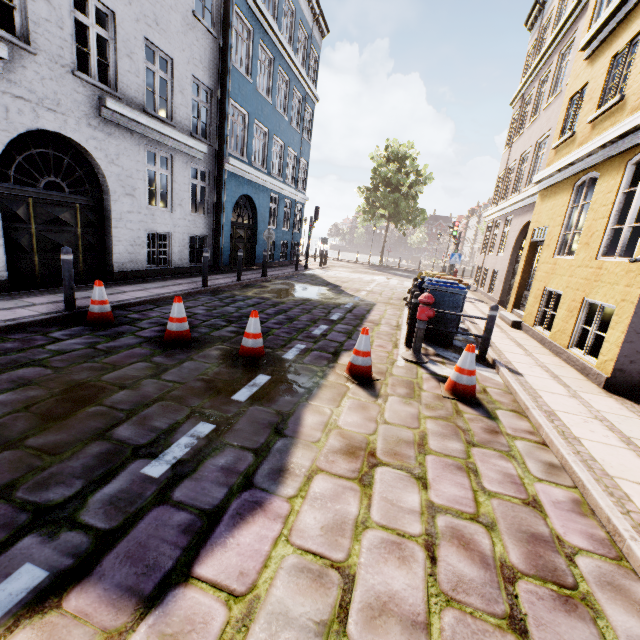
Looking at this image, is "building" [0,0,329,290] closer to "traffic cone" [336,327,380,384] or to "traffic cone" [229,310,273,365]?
"traffic cone" [336,327,380,384]

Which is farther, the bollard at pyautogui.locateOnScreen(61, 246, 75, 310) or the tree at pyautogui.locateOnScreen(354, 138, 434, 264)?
the tree at pyautogui.locateOnScreen(354, 138, 434, 264)

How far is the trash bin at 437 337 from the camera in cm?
686

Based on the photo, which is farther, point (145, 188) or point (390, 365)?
point (145, 188)

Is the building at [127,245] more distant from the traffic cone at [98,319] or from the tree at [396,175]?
the tree at [396,175]

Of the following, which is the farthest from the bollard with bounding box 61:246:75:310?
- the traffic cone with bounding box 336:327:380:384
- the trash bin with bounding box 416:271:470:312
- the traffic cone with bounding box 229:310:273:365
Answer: the trash bin with bounding box 416:271:470:312

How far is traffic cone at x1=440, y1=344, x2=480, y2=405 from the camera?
4.4 meters

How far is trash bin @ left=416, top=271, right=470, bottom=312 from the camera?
6.6 meters
